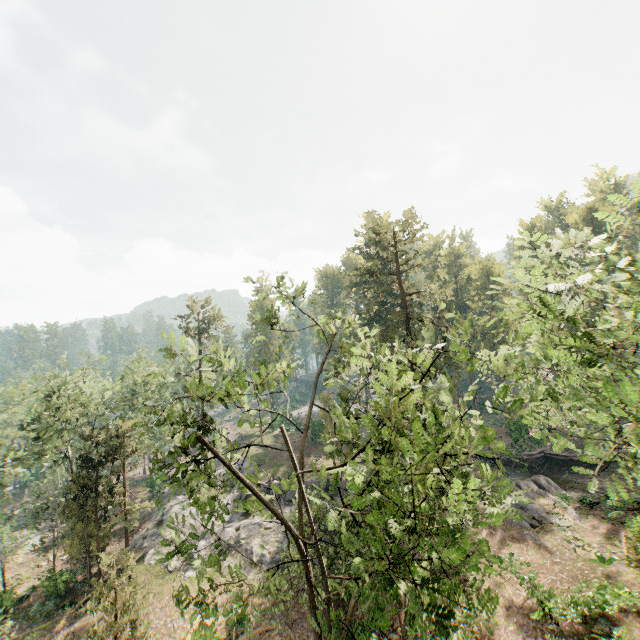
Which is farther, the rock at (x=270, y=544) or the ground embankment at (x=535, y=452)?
the ground embankment at (x=535, y=452)

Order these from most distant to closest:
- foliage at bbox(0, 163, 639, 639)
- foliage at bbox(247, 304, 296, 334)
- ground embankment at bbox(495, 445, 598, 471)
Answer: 1. ground embankment at bbox(495, 445, 598, 471)
2. foliage at bbox(247, 304, 296, 334)
3. foliage at bbox(0, 163, 639, 639)

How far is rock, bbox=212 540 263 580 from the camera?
27.2 meters

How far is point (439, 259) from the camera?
55.1 meters

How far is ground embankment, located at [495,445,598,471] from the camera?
33.1 meters

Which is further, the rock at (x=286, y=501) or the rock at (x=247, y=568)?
the rock at (x=286, y=501)

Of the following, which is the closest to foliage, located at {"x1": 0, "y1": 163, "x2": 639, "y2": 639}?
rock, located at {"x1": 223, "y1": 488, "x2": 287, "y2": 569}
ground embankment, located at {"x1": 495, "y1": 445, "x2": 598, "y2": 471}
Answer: rock, located at {"x1": 223, "y1": 488, "x2": 287, "y2": 569}

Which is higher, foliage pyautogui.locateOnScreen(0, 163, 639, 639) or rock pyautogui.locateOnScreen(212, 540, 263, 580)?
foliage pyautogui.locateOnScreen(0, 163, 639, 639)
